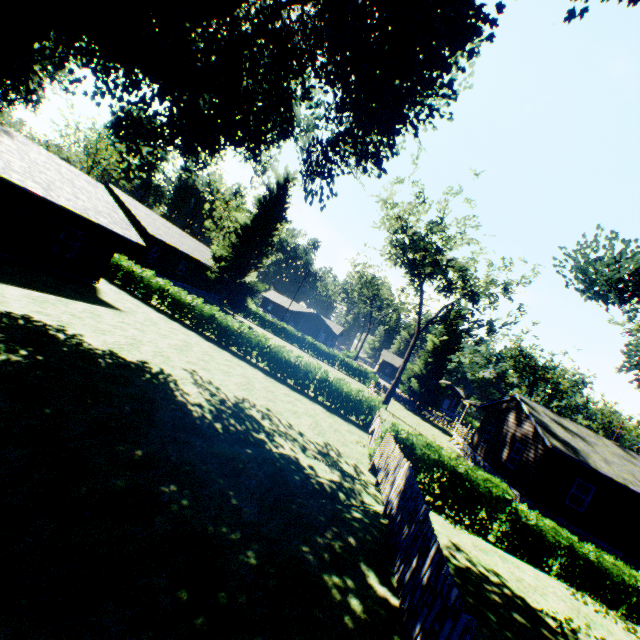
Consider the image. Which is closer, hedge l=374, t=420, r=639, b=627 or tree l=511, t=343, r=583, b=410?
hedge l=374, t=420, r=639, b=627

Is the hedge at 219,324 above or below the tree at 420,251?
below

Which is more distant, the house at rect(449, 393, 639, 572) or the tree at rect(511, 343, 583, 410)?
the tree at rect(511, 343, 583, 410)

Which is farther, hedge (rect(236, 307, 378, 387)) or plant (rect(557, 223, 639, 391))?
hedge (rect(236, 307, 378, 387))

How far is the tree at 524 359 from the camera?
53.1m

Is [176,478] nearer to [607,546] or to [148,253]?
[607,546]

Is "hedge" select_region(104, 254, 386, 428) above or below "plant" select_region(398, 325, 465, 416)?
below

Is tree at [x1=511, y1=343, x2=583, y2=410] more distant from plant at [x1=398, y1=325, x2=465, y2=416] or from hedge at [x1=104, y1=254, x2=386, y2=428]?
hedge at [x1=104, y1=254, x2=386, y2=428]
